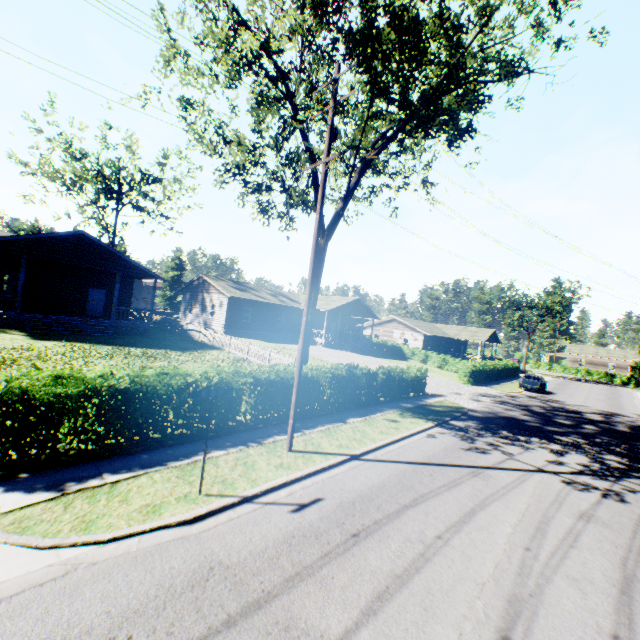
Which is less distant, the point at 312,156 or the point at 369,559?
the point at 369,559

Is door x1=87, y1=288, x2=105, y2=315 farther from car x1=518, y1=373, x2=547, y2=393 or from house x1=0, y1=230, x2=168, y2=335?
car x1=518, y1=373, x2=547, y2=393

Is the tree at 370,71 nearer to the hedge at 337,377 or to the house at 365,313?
the house at 365,313

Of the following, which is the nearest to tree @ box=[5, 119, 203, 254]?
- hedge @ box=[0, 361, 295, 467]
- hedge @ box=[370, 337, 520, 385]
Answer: Answer: hedge @ box=[0, 361, 295, 467]

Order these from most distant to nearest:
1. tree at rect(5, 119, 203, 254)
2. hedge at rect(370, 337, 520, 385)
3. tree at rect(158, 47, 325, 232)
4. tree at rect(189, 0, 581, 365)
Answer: tree at rect(5, 119, 203, 254) → hedge at rect(370, 337, 520, 385) → tree at rect(158, 47, 325, 232) → tree at rect(189, 0, 581, 365)

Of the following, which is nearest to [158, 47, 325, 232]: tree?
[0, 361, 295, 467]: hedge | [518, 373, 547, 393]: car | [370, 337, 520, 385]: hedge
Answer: [0, 361, 295, 467]: hedge

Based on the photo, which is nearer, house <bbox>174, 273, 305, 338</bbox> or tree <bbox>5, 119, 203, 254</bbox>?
house <bbox>174, 273, 305, 338</bbox>

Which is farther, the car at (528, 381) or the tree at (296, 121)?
the car at (528, 381)
